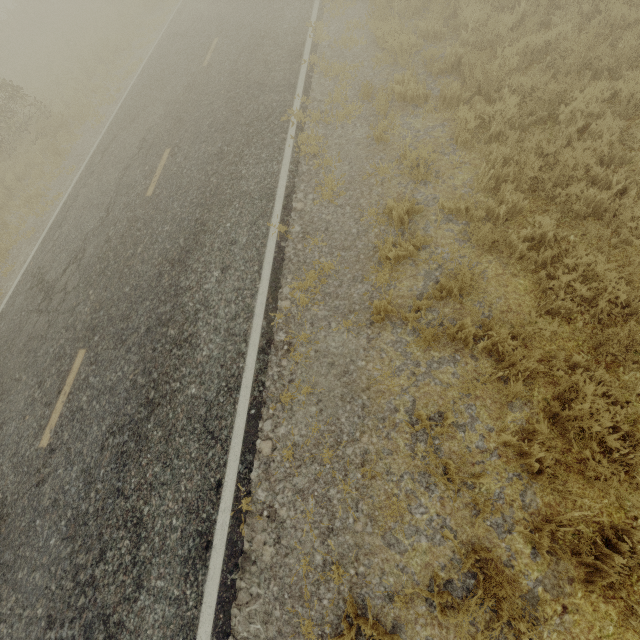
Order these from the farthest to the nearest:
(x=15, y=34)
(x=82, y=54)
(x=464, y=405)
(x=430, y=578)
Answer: (x=15, y=34)
(x=82, y=54)
(x=464, y=405)
(x=430, y=578)
